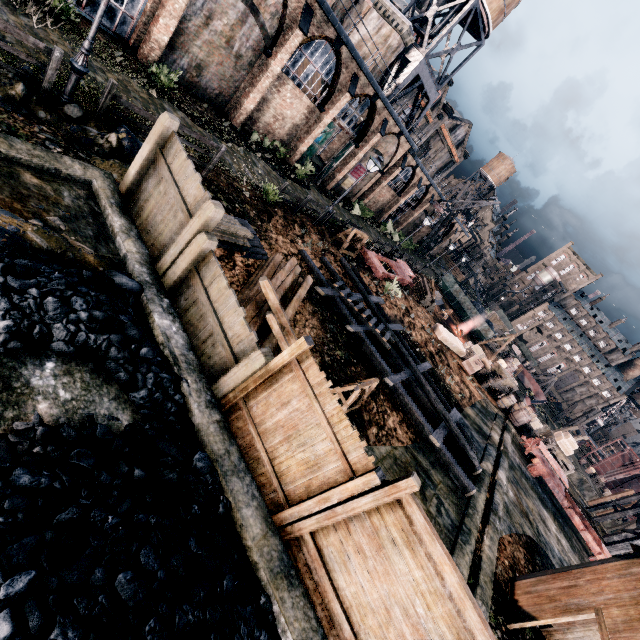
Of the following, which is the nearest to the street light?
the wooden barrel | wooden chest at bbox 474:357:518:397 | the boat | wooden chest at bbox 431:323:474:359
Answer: wooden chest at bbox 431:323:474:359

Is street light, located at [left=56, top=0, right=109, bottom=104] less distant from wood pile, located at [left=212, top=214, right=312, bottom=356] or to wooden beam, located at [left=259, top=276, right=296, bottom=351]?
wood pile, located at [left=212, top=214, right=312, bottom=356]

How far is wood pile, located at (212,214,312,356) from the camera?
8.5m

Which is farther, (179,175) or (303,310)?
(303,310)

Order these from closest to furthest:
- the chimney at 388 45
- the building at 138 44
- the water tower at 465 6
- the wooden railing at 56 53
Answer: the wooden railing at 56 53, the building at 138 44, the chimney at 388 45, the water tower at 465 6

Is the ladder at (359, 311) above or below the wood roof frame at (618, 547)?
below

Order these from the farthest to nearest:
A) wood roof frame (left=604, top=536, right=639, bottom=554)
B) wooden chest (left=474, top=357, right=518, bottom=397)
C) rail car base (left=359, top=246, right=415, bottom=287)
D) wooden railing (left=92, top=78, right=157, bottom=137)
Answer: wooden chest (left=474, top=357, right=518, bottom=397) < rail car base (left=359, top=246, right=415, bottom=287) < wood roof frame (left=604, top=536, right=639, bottom=554) < wooden railing (left=92, top=78, right=157, bottom=137)

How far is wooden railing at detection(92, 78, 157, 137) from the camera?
9.89m
